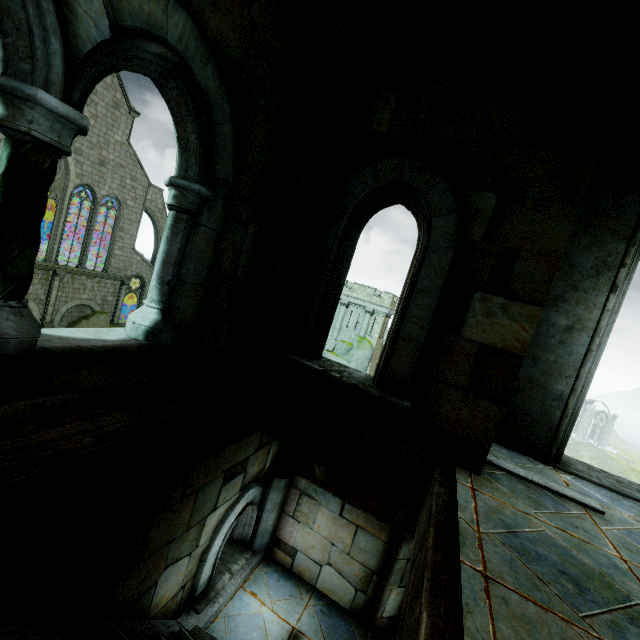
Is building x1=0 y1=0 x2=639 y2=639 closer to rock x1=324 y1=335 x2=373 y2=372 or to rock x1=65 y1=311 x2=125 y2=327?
rock x1=65 y1=311 x2=125 y2=327

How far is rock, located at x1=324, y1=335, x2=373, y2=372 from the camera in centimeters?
3578cm

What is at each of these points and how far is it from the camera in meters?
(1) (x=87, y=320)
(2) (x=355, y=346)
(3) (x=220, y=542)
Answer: (1) rock, 27.6
(2) rock, 36.3
(3) building, 4.2

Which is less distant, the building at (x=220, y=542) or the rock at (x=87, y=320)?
the building at (x=220, y=542)

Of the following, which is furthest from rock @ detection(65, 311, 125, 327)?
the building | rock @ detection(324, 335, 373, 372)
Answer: rock @ detection(324, 335, 373, 372)

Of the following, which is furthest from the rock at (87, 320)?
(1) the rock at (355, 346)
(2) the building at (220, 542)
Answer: (1) the rock at (355, 346)

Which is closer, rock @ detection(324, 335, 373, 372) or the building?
the building

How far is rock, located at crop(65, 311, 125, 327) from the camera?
27.3 meters
